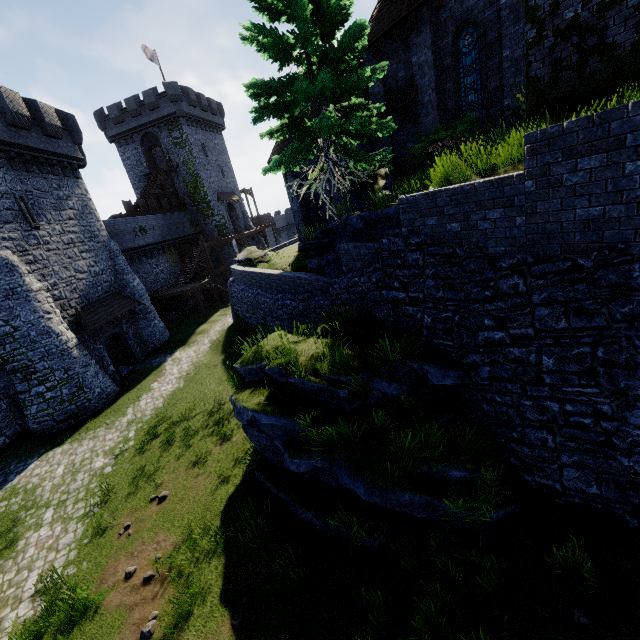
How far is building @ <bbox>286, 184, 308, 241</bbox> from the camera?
20.31m

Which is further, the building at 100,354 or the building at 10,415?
the building at 100,354

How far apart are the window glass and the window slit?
22.0 meters

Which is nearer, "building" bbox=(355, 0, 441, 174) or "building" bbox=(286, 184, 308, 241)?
"building" bbox=(355, 0, 441, 174)

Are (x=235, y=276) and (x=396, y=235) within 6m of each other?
no

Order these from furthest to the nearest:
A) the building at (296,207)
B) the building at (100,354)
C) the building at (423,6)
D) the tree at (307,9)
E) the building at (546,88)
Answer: the building at (296,207)
the building at (100,354)
the building at (423,6)
the tree at (307,9)
the building at (546,88)

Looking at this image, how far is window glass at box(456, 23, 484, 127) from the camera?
12.02m

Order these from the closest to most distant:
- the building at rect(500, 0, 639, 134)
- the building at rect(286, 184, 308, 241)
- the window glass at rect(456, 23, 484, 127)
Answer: the building at rect(500, 0, 639, 134)
the window glass at rect(456, 23, 484, 127)
the building at rect(286, 184, 308, 241)
